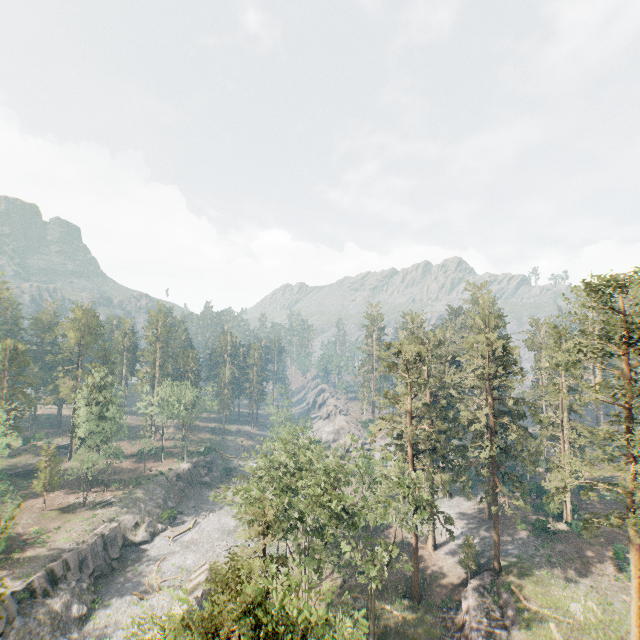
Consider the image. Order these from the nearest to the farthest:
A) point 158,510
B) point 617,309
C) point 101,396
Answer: point 617,309
point 158,510
point 101,396

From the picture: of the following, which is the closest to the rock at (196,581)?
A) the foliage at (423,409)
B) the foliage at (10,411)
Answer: the foliage at (423,409)

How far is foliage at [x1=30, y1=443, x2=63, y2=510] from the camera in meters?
51.8

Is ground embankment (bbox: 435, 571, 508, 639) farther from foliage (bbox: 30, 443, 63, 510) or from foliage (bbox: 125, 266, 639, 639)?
foliage (bbox: 30, 443, 63, 510)

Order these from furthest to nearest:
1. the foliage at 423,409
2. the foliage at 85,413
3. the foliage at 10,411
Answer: the foliage at 85,413, the foliage at 10,411, the foliage at 423,409

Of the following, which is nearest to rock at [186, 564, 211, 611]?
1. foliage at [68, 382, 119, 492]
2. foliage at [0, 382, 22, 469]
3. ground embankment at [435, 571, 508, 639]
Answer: foliage at [68, 382, 119, 492]

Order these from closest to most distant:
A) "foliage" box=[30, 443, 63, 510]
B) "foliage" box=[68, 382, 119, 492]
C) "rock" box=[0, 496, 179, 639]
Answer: "rock" box=[0, 496, 179, 639], "foliage" box=[30, 443, 63, 510], "foliage" box=[68, 382, 119, 492]

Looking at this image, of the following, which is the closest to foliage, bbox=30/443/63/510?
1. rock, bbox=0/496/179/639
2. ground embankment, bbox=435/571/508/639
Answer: rock, bbox=0/496/179/639
